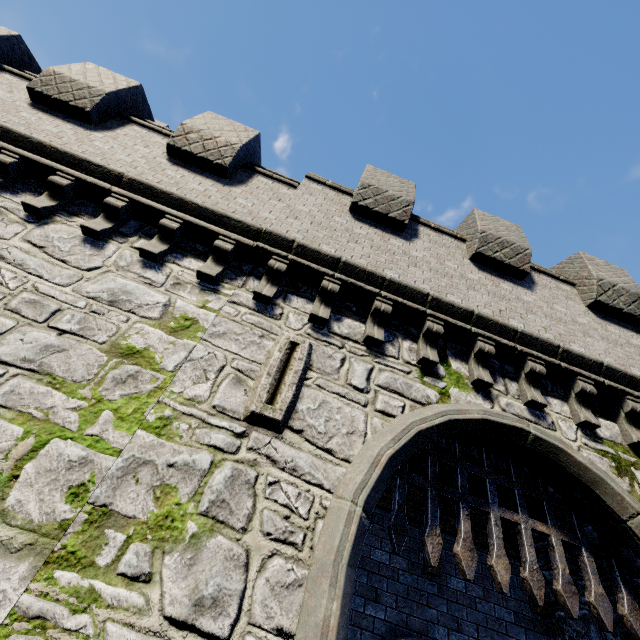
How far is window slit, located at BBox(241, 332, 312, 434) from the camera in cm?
401

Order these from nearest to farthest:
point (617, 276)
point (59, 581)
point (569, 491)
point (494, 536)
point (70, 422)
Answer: point (59, 581) → point (70, 422) → point (494, 536) → point (569, 491) → point (617, 276)

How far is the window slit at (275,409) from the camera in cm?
401
